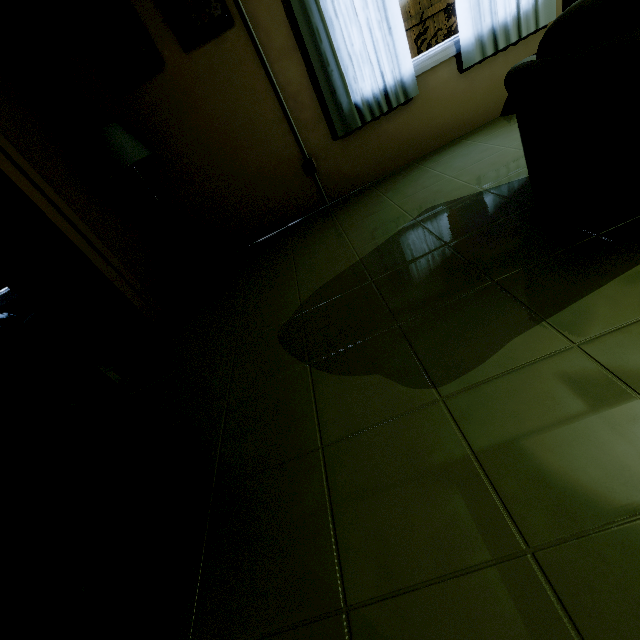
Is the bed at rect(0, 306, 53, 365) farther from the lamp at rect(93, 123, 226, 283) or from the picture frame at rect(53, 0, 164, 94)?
the picture frame at rect(53, 0, 164, 94)

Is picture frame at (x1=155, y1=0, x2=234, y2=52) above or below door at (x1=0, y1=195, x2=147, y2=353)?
above

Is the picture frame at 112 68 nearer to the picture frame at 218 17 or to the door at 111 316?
the picture frame at 218 17

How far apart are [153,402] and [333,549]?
1.6m

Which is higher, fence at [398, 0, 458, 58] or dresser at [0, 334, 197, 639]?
fence at [398, 0, 458, 58]

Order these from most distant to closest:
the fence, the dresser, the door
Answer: the fence
the door
the dresser

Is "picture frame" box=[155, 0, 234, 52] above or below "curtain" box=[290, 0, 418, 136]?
above

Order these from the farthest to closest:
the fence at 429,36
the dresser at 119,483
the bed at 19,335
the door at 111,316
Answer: the fence at 429,36 < the bed at 19,335 < the door at 111,316 < the dresser at 119,483
